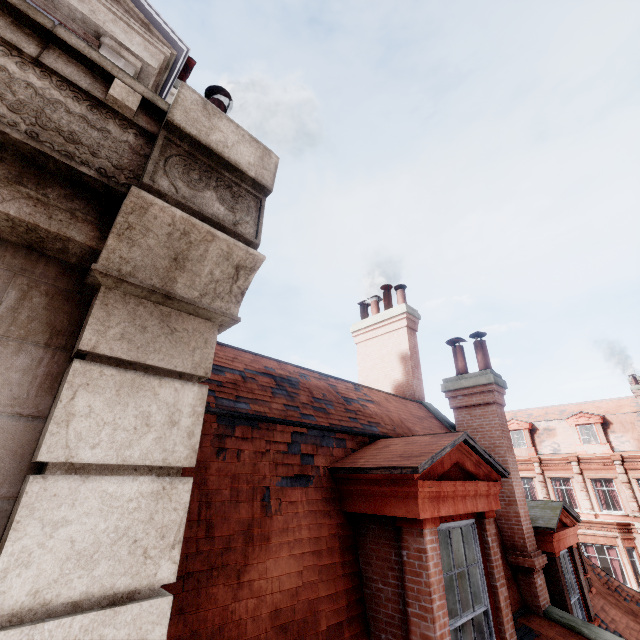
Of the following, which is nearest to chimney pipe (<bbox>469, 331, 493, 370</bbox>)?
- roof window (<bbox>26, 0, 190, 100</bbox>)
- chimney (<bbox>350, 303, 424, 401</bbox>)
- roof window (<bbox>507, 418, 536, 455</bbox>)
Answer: chimney (<bbox>350, 303, 424, 401</bbox>)

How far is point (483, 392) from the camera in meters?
7.5 m

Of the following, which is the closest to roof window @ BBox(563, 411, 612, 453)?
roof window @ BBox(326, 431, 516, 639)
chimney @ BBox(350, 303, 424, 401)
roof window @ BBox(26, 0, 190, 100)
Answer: chimney @ BBox(350, 303, 424, 401)

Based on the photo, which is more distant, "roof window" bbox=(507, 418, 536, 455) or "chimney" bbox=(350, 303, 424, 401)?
"roof window" bbox=(507, 418, 536, 455)

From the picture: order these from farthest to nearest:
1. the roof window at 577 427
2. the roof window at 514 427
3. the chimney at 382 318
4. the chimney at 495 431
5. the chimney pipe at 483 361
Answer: the roof window at 514 427, the roof window at 577 427, the chimney at 382 318, the chimney pipe at 483 361, the chimney at 495 431

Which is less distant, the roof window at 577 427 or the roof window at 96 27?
the roof window at 96 27

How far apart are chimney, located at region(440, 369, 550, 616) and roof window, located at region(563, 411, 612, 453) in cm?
2447

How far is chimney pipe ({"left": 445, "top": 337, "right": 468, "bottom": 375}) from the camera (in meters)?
8.31
